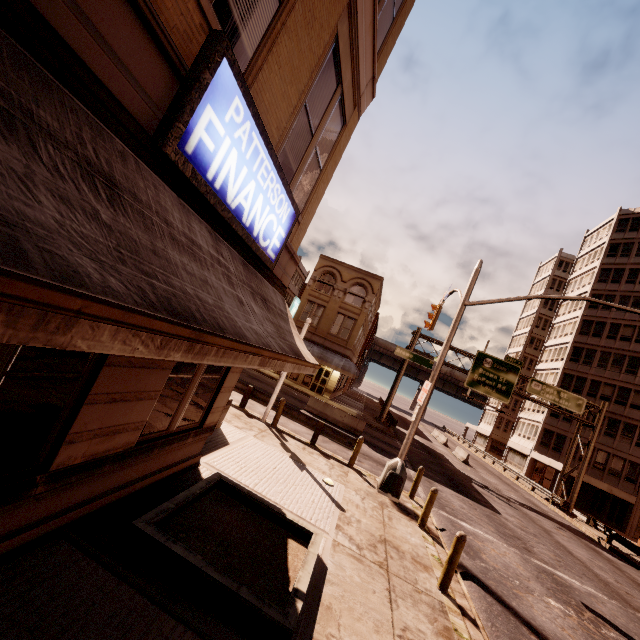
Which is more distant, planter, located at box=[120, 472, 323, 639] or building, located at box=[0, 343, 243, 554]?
planter, located at box=[120, 472, 323, 639]

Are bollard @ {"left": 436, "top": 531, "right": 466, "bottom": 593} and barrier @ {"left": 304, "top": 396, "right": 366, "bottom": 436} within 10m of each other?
no

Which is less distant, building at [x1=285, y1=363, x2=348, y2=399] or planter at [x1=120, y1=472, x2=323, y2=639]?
planter at [x1=120, y1=472, x2=323, y2=639]

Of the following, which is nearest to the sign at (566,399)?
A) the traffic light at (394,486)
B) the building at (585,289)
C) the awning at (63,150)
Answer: the building at (585,289)

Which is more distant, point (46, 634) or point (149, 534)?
point (149, 534)

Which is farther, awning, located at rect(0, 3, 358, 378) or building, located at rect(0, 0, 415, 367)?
building, located at rect(0, 0, 415, 367)

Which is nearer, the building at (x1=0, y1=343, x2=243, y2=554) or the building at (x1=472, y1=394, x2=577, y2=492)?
the building at (x1=0, y1=343, x2=243, y2=554)

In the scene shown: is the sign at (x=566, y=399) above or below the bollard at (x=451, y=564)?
above
